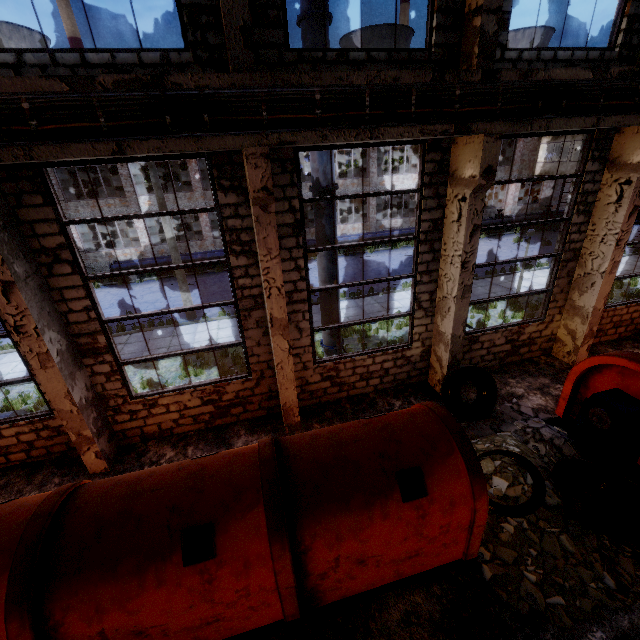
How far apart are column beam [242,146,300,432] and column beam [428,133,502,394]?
4.0m

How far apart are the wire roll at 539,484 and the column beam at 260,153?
3.9 meters

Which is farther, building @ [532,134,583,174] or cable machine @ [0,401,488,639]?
building @ [532,134,583,174]

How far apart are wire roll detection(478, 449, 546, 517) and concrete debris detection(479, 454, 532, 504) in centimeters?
0cm

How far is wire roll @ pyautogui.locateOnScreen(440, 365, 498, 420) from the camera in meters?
8.2

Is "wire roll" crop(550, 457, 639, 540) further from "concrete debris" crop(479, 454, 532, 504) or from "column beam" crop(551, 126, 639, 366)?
"column beam" crop(551, 126, 639, 366)

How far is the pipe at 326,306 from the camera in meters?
8.9 m

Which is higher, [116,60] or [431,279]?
[116,60]
